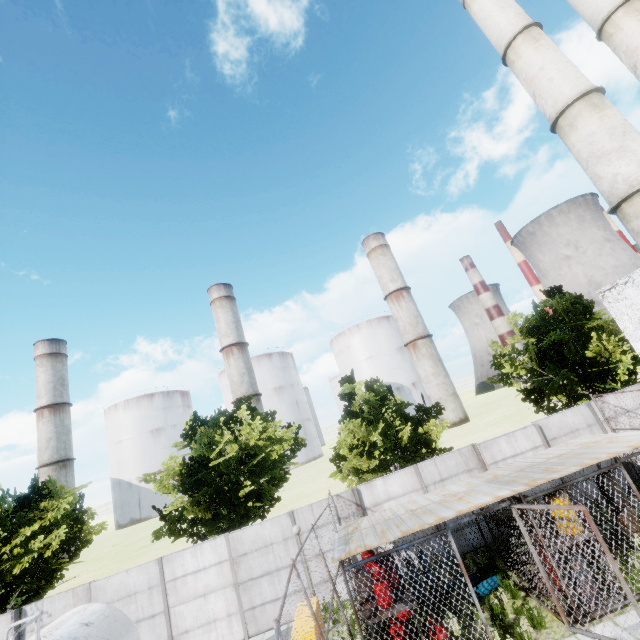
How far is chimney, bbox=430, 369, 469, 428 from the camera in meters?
57.2 m

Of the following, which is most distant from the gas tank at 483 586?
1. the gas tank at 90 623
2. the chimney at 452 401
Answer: the chimney at 452 401

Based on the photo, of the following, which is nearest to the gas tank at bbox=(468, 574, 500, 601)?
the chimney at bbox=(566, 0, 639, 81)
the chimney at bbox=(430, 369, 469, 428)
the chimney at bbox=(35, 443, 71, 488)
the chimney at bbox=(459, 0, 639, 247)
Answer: the chimney at bbox=(459, 0, 639, 247)

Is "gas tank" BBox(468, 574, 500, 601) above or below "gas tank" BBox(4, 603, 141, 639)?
below

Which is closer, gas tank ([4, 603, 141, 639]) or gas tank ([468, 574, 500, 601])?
gas tank ([4, 603, 141, 639])

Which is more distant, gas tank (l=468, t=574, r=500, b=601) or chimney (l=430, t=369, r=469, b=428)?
chimney (l=430, t=369, r=469, b=428)

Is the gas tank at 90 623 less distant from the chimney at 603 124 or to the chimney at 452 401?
the chimney at 603 124

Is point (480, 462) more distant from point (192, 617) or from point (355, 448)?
point (192, 617)
